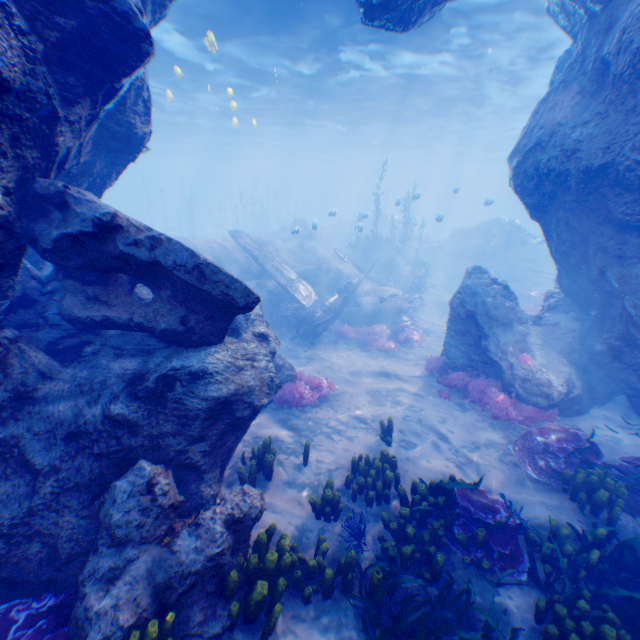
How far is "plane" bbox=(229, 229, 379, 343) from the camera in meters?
14.8 m

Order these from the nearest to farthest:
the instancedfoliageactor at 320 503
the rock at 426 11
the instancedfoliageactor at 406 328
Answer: the instancedfoliageactor at 320 503
the rock at 426 11
the instancedfoliageactor at 406 328

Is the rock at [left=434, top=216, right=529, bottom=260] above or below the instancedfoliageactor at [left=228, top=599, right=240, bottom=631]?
above

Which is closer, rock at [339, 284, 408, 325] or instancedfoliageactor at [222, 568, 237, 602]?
instancedfoliageactor at [222, 568, 237, 602]

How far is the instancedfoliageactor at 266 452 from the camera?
6.0m

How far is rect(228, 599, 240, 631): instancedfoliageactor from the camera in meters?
3.9

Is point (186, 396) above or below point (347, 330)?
above

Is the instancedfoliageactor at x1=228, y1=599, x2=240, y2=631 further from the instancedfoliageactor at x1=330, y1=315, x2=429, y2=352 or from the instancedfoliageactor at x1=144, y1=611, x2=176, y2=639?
the instancedfoliageactor at x1=330, y1=315, x2=429, y2=352
